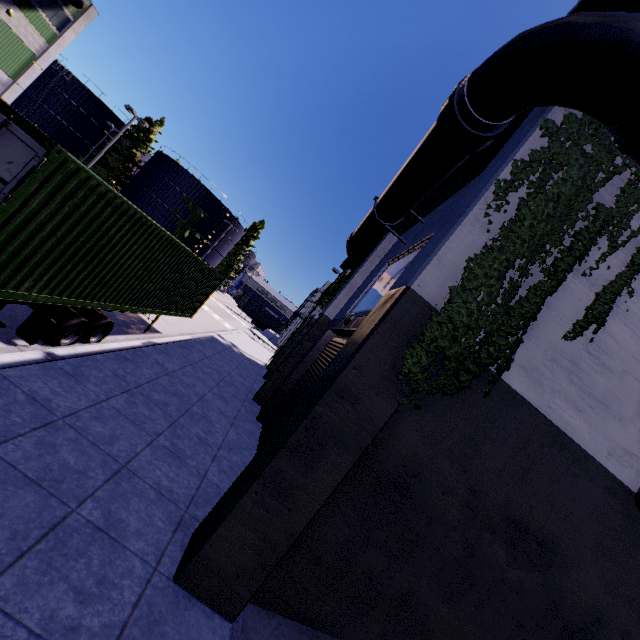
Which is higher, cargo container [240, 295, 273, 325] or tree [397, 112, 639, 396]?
→ tree [397, 112, 639, 396]

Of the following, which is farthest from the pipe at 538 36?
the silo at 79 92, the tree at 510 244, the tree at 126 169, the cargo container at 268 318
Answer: the cargo container at 268 318

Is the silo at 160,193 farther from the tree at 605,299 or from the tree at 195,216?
the tree at 605,299

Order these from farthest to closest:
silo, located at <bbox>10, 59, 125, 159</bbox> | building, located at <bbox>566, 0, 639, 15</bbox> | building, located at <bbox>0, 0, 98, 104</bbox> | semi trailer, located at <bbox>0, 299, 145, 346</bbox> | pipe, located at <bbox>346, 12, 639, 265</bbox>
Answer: silo, located at <bbox>10, 59, 125, 159</bbox>, building, located at <bbox>0, 0, 98, 104</bbox>, semi trailer, located at <bbox>0, 299, 145, 346</bbox>, building, located at <bbox>566, 0, 639, 15</bbox>, pipe, located at <bbox>346, 12, 639, 265</bbox>

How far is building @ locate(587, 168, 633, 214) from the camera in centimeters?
537cm

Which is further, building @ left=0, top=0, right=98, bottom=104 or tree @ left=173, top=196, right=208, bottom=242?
tree @ left=173, top=196, right=208, bottom=242

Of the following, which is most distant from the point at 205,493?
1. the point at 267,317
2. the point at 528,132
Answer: the point at 267,317

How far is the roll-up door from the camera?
9.7 meters
